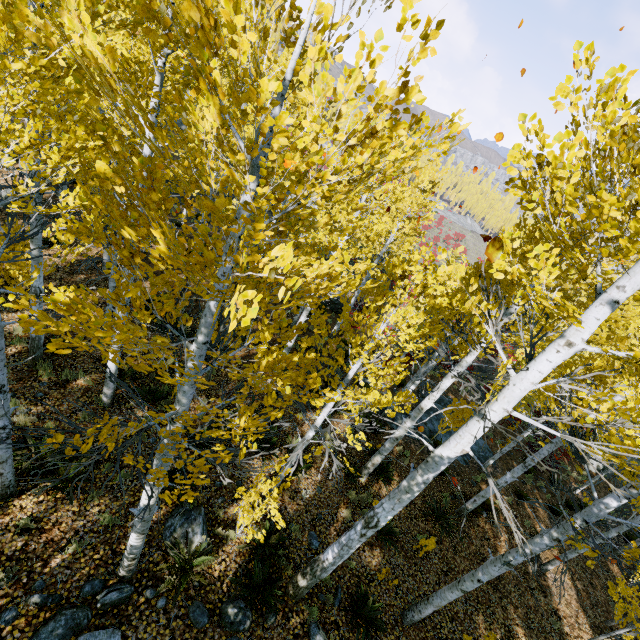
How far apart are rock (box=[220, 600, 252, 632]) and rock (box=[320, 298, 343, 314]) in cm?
1779

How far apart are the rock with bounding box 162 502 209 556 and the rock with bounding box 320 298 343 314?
16.61m

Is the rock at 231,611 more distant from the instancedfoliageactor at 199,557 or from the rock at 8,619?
the instancedfoliageactor at 199,557

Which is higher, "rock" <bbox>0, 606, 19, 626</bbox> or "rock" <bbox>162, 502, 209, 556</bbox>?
"rock" <bbox>0, 606, 19, 626</bbox>

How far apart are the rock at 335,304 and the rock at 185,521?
16.6 meters

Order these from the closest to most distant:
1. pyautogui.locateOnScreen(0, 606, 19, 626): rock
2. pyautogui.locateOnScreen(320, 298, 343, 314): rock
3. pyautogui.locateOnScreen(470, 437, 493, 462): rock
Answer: pyautogui.locateOnScreen(0, 606, 19, 626): rock, pyautogui.locateOnScreen(470, 437, 493, 462): rock, pyautogui.locateOnScreen(320, 298, 343, 314): rock

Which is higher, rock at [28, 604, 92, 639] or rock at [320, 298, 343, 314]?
rock at [28, 604, 92, 639]

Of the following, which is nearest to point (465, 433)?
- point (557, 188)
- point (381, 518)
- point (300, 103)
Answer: point (381, 518)
